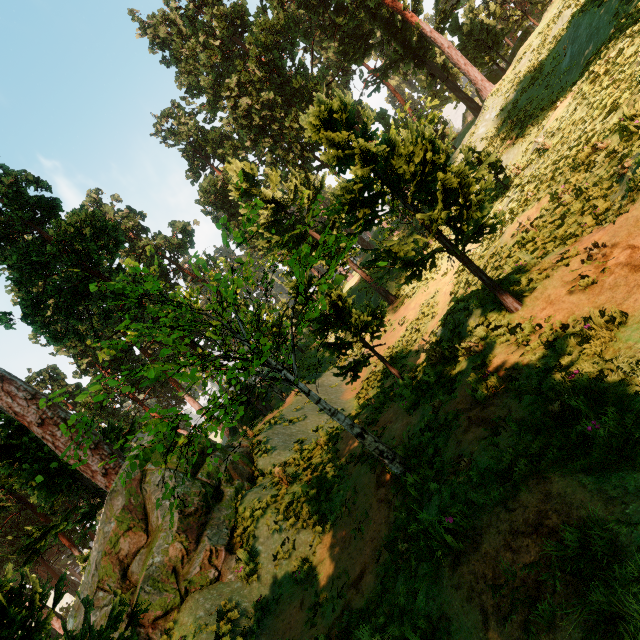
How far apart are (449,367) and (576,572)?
5.7m
